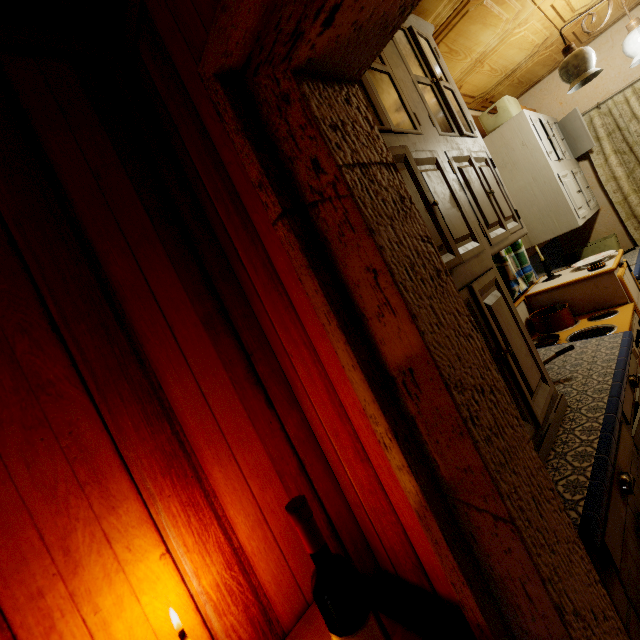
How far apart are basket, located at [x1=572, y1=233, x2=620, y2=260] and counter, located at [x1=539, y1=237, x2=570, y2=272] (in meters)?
0.04

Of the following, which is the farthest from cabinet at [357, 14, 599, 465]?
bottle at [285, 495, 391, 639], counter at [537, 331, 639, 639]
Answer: bottle at [285, 495, 391, 639]

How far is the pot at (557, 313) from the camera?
2.3m

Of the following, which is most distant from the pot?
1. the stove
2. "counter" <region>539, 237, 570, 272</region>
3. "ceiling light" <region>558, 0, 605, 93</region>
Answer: "ceiling light" <region>558, 0, 605, 93</region>

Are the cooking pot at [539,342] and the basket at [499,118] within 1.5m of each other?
no

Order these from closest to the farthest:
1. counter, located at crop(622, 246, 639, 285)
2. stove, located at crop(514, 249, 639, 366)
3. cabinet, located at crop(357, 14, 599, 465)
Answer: cabinet, located at crop(357, 14, 599, 465) < stove, located at crop(514, 249, 639, 366) < counter, located at crop(622, 246, 639, 285)

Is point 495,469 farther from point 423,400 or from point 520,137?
point 520,137

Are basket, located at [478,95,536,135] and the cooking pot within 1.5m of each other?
no
